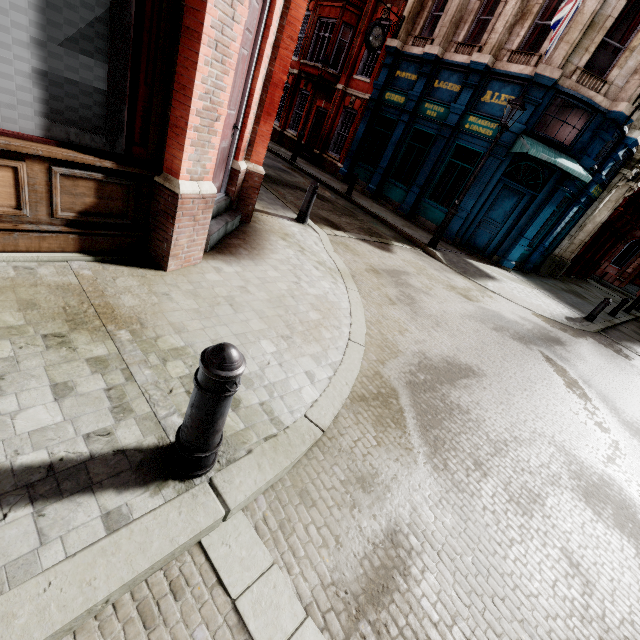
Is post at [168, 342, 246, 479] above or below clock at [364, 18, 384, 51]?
below

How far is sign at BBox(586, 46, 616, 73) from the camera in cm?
1059

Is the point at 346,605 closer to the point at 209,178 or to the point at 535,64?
the point at 209,178

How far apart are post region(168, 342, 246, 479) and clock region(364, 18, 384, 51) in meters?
17.7 m

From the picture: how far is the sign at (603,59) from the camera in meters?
10.6 m

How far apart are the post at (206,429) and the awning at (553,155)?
12.5m

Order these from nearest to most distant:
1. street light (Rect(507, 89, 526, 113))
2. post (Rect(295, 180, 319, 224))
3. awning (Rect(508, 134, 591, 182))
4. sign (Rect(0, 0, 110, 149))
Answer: sign (Rect(0, 0, 110, 149))
post (Rect(295, 180, 319, 224))
street light (Rect(507, 89, 526, 113))
awning (Rect(508, 134, 591, 182))

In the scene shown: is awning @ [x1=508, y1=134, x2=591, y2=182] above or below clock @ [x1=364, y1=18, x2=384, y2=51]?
below
